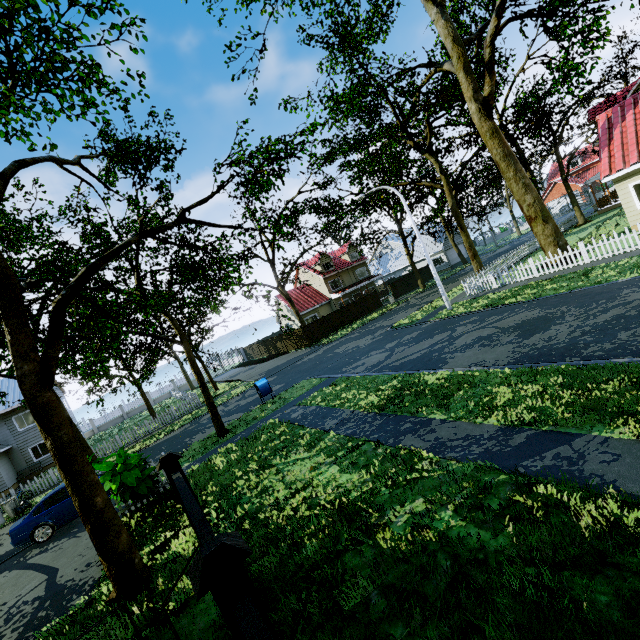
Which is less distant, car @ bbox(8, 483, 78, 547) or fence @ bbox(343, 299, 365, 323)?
car @ bbox(8, 483, 78, 547)

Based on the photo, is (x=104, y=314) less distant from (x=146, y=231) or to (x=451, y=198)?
(x=146, y=231)

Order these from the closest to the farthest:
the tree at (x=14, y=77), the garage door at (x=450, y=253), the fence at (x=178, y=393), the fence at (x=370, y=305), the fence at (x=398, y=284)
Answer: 1. the tree at (x=14, y=77)
2. the fence at (x=178, y=393)
3. the fence at (x=370, y=305)
4. the fence at (x=398, y=284)
5. the garage door at (x=450, y=253)

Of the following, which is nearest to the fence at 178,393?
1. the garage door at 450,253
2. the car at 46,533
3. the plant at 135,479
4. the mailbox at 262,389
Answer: the plant at 135,479

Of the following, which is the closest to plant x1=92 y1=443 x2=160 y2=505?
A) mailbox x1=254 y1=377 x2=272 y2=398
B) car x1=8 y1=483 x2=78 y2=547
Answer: car x1=8 y1=483 x2=78 y2=547

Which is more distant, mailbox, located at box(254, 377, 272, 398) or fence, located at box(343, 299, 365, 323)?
fence, located at box(343, 299, 365, 323)

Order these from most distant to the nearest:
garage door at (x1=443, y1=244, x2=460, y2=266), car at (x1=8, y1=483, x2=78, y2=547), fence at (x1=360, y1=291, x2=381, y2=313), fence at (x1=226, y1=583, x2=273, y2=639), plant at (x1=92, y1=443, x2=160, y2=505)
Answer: garage door at (x1=443, y1=244, x2=460, y2=266)
fence at (x1=360, y1=291, x2=381, y2=313)
car at (x1=8, y1=483, x2=78, y2=547)
plant at (x1=92, y1=443, x2=160, y2=505)
fence at (x1=226, y1=583, x2=273, y2=639)

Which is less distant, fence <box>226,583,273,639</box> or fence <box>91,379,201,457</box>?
fence <box>226,583,273,639</box>
